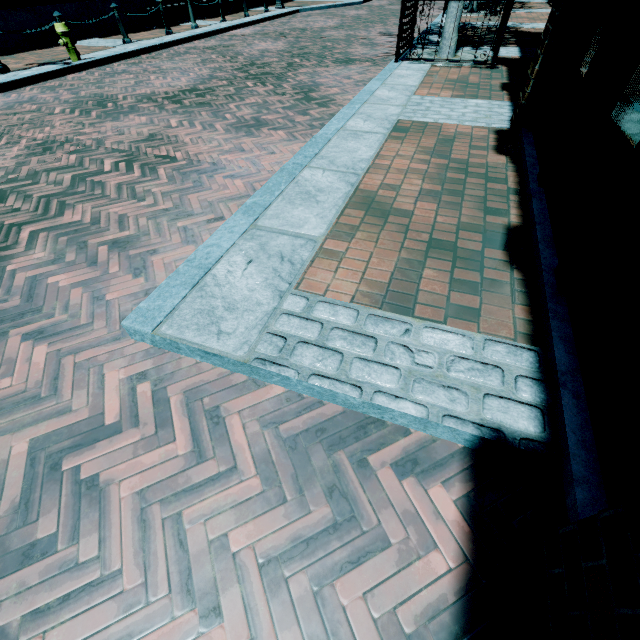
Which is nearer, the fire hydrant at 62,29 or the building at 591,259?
the building at 591,259

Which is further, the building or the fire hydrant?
the fire hydrant

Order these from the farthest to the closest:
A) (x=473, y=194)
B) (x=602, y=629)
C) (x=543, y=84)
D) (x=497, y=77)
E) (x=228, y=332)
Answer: (x=497, y=77) → (x=543, y=84) → (x=473, y=194) → (x=228, y=332) → (x=602, y=629)

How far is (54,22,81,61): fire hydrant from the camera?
7.5m

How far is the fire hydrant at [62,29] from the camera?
7.52m
